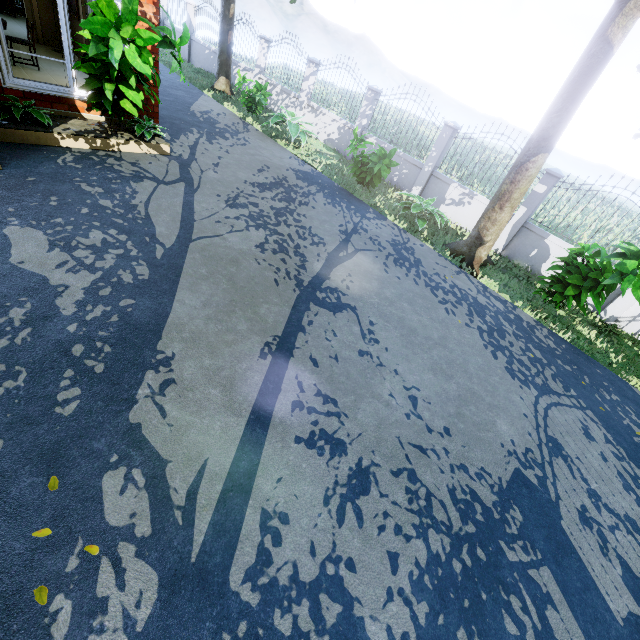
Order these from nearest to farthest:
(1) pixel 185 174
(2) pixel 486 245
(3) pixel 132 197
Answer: (3) pixel 132 197 < (1) pixel 185 174 < (2) pixel 486 245

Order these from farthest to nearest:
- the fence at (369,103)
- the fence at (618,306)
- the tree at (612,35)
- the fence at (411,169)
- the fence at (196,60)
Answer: the fence at (196,60) → the fence at (369,103) → the fence at (411,169) → the fence at (618,306) → the tree at (612,35)

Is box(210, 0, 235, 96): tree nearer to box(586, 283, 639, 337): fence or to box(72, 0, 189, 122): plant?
box(586, 283, 639, 337): fence

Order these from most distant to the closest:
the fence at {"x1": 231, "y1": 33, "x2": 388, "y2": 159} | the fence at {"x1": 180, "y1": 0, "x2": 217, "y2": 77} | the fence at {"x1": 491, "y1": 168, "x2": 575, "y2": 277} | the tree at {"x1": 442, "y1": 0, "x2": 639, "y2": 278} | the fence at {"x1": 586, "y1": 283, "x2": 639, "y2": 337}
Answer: the fence at {"x1": 180, "y1": 0, "x2": 217, "y2": 77}
the fence at {"x1": 231, "y1": 33, "x2": 388, "y2": 159}
the fence at {"x1": 491, "y1": 168, "x2": 575, "y2": 277}
the fence at {"x1": 586, "y1": 283, "x2": 639, "y2": 337}
the tree at {"x1": 442, "y1": 0, "x2": 639, "y2": 278}

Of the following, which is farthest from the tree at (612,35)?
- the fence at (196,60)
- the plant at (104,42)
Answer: the plant at (104,42)

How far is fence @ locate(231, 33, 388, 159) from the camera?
11.6 meters
